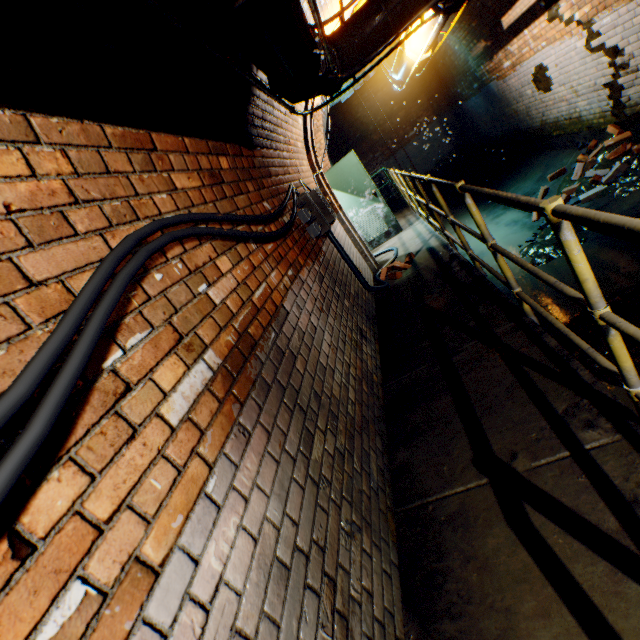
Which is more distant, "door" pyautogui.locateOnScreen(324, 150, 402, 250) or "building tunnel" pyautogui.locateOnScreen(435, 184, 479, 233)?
"building tunnel" pyautogui.locateOnScreen(435, 184, 479, 233)

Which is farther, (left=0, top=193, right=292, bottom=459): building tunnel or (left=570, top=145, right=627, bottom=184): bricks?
(left=570, top=145, right=627, bottom=184): bricks

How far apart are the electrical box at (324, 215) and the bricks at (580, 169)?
4.1m

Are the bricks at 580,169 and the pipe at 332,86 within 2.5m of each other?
no

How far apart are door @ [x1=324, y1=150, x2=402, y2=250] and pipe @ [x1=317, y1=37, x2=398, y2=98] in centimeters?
304cm

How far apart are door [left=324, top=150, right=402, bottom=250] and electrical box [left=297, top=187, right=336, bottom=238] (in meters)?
3.74

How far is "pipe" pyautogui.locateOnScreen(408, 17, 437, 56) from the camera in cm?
462

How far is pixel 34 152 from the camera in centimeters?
96cm
